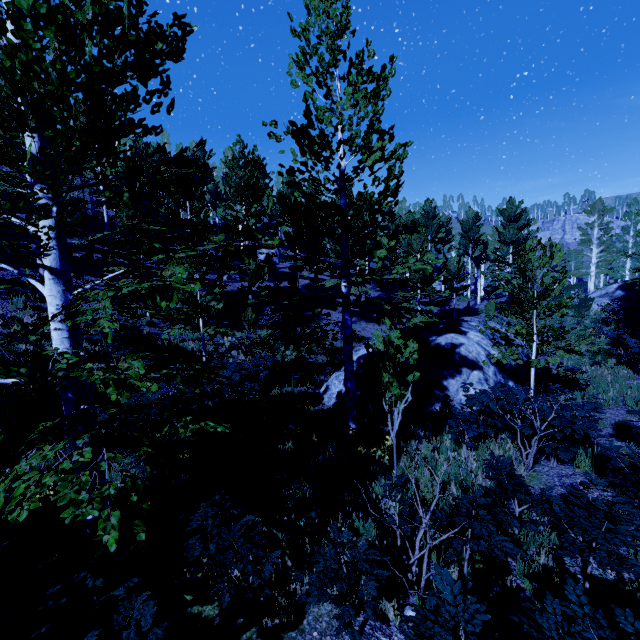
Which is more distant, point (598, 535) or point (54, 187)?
point (598, 535)

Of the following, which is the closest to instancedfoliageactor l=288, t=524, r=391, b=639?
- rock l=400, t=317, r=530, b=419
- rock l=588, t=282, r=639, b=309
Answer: rock l=588, t=282, r=639, b=309

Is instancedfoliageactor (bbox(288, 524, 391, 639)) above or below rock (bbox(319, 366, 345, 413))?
above

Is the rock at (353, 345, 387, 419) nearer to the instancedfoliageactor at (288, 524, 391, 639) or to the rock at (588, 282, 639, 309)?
the instancedfoliageactor at (288, 524, 391, 639)

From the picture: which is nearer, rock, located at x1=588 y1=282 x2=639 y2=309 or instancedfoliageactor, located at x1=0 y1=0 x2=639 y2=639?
instancedfoliageactor, located at x1=0 y1=0 x2=639 y2=639

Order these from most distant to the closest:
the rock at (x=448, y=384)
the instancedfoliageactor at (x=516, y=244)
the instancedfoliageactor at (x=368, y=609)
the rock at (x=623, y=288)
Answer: Result: the rock at (x=623, y=288) < the rock at (x=448, y=384) < the instancedfoliageactor at (x=368, y=609) < the instancedfoliageactor at (x=516, y=244)

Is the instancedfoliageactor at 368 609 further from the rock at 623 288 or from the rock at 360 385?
the rock at 360 385
